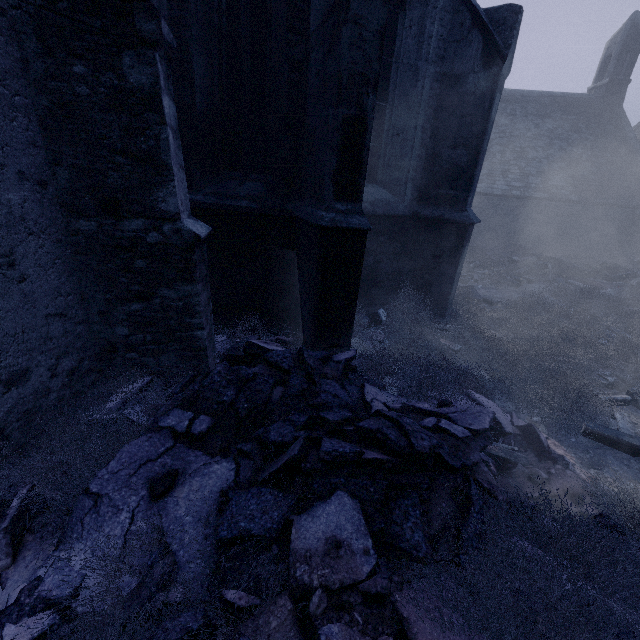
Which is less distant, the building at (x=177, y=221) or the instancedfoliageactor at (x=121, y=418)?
the instancedfoliageactor at (x=121, y=418)

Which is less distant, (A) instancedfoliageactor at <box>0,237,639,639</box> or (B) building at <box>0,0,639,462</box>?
(A) instancedfoliageactor at <box>0,237,639,639</box>

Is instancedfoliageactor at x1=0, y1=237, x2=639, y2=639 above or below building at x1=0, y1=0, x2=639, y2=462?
below

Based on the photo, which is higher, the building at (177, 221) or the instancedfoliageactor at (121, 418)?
the building at (177, 221)

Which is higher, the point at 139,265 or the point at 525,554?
the point at 139,265
